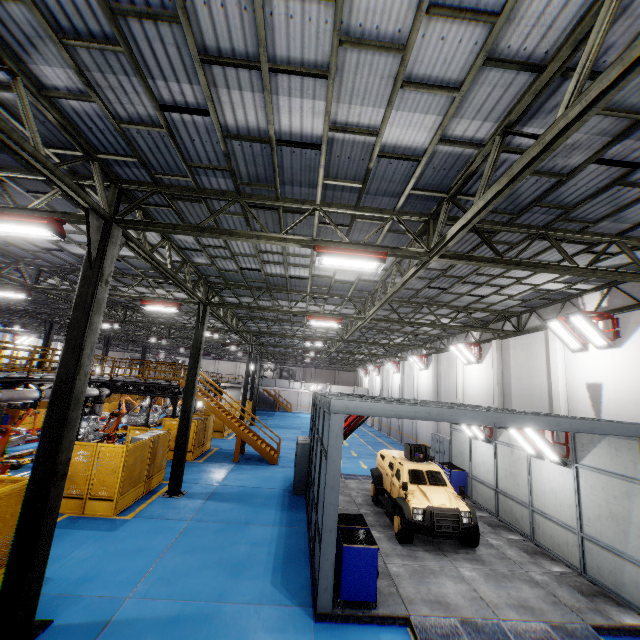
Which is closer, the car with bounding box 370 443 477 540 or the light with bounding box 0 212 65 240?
the light with bounding box 0 212 65 240

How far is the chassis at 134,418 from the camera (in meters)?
25.95

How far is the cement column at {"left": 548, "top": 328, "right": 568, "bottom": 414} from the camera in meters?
12.5

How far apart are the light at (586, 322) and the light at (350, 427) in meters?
7.8 m

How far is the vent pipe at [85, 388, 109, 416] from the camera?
16.7m

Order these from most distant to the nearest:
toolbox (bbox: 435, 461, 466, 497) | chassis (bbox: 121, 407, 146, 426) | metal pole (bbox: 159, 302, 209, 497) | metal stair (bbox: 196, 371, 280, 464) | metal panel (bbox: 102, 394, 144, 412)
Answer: metal panel (bbox: 102, 394, 144, 412) < chassis (bbox: 121, 407, 146, 426) < metal stair (bbox: 196, 371, 280, 464) < toolbox (bbox: 435, 461, 466, 497) < metal pole (bbox: 159, 302, 209, 497)

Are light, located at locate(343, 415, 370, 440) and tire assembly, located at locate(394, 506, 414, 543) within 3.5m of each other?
yes

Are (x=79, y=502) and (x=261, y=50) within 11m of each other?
no
